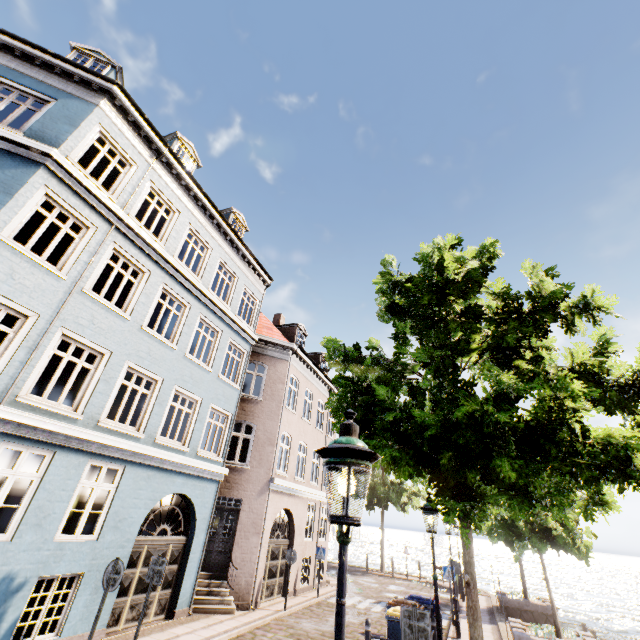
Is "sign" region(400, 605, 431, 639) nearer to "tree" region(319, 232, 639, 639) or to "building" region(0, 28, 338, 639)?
"tree" region(319, 232, 639, 639)

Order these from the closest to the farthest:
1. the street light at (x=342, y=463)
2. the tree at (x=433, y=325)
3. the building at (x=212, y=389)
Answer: the street light at (x=342, y=463), the tree at (x=433, y=325), the building at (x=212, y=389)

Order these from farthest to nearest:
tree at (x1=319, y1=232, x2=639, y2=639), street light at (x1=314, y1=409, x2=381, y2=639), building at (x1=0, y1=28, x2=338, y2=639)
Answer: building at (x1=0, y1=28, x2=338, y2=639) → tree at (x1=319, y1=232, x2=639, y2=639) → street light at (x1=314, y1=409, x2=381, y2=639)

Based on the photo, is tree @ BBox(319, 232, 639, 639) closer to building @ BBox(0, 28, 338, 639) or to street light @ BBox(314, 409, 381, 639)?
street light @ BBox(314, 409, 381, 639)

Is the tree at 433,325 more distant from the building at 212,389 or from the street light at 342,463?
the building at 212,389

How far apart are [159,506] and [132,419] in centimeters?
523cm

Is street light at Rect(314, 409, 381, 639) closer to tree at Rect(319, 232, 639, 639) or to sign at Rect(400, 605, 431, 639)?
tree at Rect(319, 232, 639, 639)

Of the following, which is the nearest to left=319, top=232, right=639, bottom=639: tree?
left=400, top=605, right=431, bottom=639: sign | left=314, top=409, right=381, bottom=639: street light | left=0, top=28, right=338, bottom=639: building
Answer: left=400, top=605, right=431, bottom=639: sign
